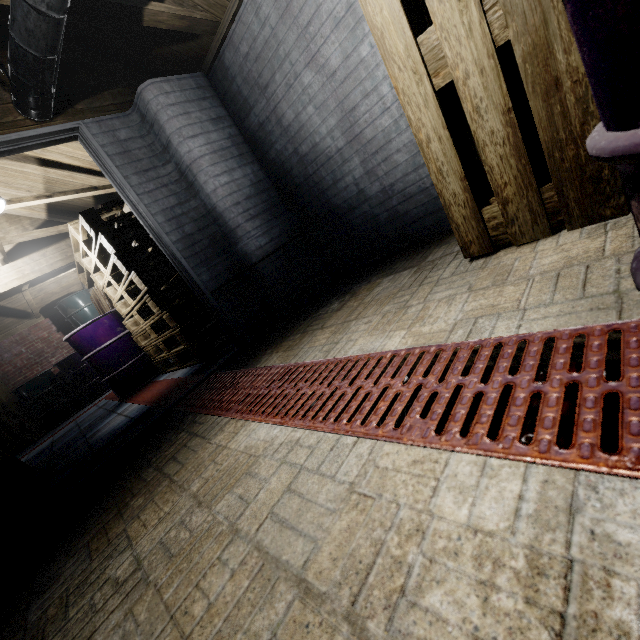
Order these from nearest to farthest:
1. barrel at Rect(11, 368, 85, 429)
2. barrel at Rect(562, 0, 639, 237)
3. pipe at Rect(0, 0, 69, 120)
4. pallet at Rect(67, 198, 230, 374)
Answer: barrel at Rect(562, 0, 639, 237) < pipe at Rect(0, 0, 69, 120) < pallet at Rect(67, 198, 230, 374) < barrel at Rect(11, 368, 85, 429)

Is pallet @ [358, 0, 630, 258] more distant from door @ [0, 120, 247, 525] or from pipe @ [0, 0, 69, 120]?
door @ [0, 120, 247, 525]

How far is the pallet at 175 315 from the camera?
2.92m

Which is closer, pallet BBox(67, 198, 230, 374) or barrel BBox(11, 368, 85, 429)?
pallet BBox(67, 198, 230, 374)

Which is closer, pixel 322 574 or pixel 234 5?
pixel 322 574

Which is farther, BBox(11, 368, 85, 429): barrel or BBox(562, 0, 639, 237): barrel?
BBox(11, 368, 85, 429): barrel

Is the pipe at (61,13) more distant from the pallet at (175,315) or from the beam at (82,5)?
the pallet at (175,315)

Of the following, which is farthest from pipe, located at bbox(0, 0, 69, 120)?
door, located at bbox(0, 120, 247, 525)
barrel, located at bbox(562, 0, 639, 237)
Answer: barrel, located at bbox(562, 0, 639, 237)
